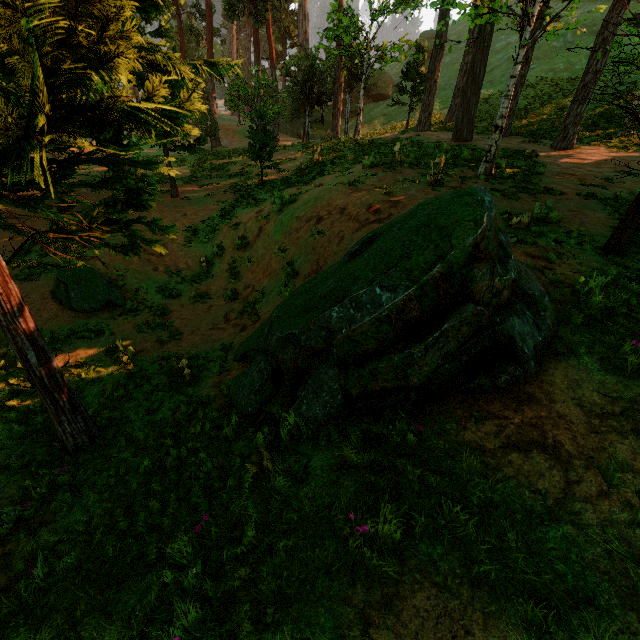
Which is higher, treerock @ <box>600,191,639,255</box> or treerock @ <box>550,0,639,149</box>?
treerock @ <box>550,0,639,149</box>

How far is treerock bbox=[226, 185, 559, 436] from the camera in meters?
3.5

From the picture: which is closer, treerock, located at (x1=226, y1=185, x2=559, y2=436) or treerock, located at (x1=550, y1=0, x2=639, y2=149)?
treerock, located at (x1=226, y1=185, x2=559, y2=436)

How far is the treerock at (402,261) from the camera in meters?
3.5 m

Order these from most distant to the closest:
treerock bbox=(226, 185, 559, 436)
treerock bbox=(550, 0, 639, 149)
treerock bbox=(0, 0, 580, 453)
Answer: treerock bbox=(550, 0, 639, 149), treerock bbox=(226, 185, 559, 436), treerock bbox=(0, 0, 580, 453)

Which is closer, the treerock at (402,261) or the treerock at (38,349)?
the treerock at (38,349)

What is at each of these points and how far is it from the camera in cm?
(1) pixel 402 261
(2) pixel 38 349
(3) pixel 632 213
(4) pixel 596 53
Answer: (1) treerock, 348
(2) treerock, 533
(3) treerock, 564
(4) treerock, 1234
